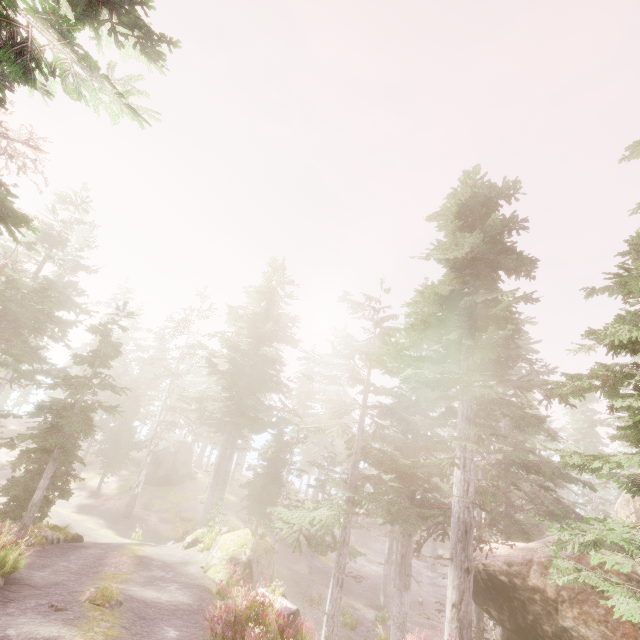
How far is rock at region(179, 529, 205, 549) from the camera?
19.4 meters

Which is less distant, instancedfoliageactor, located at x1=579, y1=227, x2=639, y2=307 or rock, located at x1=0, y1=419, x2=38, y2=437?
instancedfoliageactor, located at x1=579, y1=227, x2=639, y2=307

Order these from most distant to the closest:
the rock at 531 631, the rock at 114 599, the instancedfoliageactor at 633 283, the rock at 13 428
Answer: the rock at 13 428 → the rock at 114 599 → the rock at 531 631 → the instancedfoliageactor at 633 283

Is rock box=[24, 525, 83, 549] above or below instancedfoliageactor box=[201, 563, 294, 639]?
below

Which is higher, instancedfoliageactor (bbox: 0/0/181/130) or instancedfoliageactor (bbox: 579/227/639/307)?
instancedfoliageactor (bbox: 0/0/181/130)

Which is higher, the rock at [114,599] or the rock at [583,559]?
the rock at [583,559]

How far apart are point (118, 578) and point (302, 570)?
22.0 meters

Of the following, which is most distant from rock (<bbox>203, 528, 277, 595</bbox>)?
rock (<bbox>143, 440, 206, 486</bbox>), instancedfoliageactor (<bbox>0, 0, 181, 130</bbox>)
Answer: rock (<bbox>143, 440, 206, 486</bbox>)
